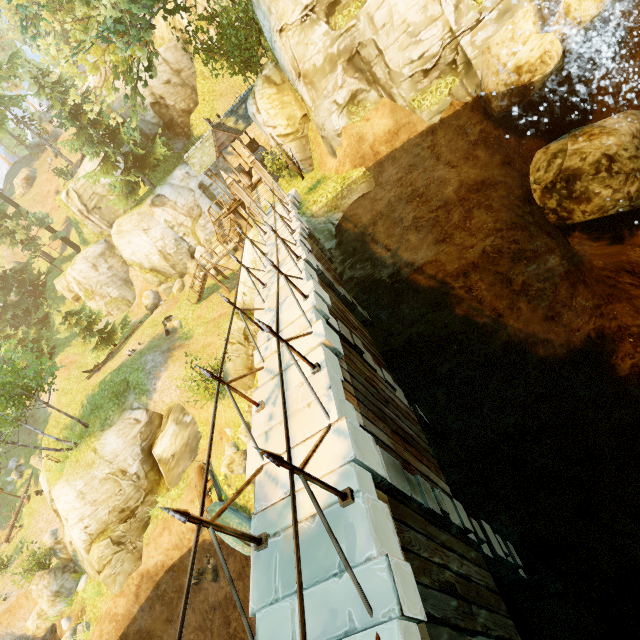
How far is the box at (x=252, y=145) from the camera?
25.1 meters

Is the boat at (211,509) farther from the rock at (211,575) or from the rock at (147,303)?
the rock at (147,303)

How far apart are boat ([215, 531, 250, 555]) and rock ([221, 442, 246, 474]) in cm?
147

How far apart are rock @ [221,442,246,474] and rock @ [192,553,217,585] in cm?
421

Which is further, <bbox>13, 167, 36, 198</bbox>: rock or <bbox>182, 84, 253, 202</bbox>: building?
<bbox>13, 167, 36, 198</bbox>: rock

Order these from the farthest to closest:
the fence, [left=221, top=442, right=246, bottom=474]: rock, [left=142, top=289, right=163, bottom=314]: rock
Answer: [left=142, top=289, right=163, bottom=314]: rock < [left=221, top=442, right=246, bottom=474]: rock < the fence

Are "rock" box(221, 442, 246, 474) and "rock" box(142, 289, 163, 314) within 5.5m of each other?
no

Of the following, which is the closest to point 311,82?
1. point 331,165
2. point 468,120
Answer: point 331,165
